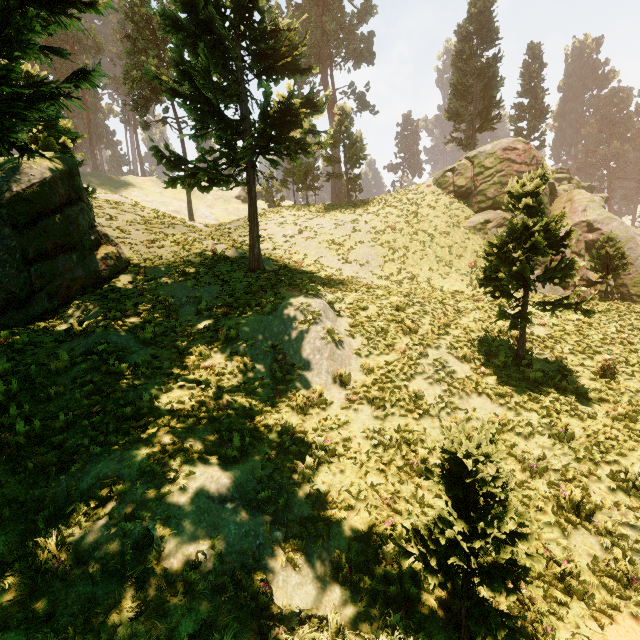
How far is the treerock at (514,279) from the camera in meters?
9.5 m

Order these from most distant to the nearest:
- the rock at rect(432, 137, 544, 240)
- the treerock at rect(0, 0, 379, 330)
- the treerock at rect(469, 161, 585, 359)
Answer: the rock at rect(432, 137, 544, 240) < the treerock at rect(469, 161, 585, 359) < the treerock at rect(0, 0, 379, 330)

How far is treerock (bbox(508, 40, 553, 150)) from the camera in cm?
3881

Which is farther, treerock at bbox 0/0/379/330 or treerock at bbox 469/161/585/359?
treerock at bbox 469/161/585/359

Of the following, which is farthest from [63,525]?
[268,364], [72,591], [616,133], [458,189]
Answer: [616,133]

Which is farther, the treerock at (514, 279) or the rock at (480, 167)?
the rock at (480, 167)
